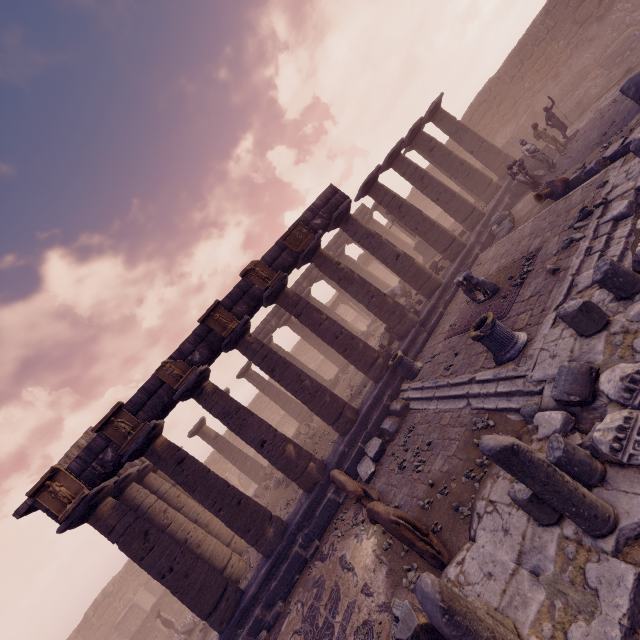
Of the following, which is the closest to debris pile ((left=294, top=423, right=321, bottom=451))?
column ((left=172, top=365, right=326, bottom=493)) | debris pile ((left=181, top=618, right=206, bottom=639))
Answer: column ((left=172, top=365, right=326, bottom=493))

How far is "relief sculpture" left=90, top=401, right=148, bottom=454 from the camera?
9.59m

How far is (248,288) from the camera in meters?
11.9 m

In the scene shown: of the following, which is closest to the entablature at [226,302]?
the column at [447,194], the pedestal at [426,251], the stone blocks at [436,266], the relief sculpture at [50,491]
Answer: the relief sculpture at [50,491]

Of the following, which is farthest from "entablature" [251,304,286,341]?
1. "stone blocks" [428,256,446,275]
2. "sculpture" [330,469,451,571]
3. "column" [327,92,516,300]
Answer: "sculpture" [330,469,451,571]

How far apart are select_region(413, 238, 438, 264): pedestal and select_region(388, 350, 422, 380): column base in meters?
10.3 m

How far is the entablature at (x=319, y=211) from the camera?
13.2 meters

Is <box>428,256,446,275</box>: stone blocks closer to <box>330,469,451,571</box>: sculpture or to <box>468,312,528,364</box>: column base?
<box>468,312,528,364</box>: column base
